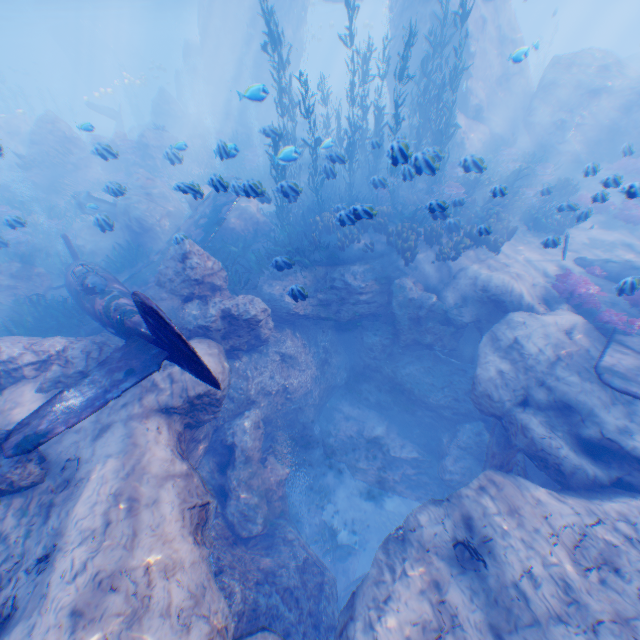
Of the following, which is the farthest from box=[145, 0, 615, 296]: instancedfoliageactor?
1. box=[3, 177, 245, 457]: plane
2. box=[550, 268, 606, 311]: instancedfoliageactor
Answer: box=[550, 268, 606, 311]: instancedfoliageactor

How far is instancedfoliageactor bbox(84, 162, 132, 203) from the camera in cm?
952

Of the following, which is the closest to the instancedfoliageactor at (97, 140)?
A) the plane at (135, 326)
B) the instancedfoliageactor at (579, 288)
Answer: the plane at (135, 326)

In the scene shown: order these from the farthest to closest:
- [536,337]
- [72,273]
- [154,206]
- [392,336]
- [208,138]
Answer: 1. [208,138]
2. [154,206]
3. [392,336]
4. [72,273]
5. [536,337]

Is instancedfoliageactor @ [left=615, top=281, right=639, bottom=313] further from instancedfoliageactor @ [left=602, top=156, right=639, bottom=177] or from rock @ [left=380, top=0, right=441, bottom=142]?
instancedfoliageactor @ [left=602, top=156, right=639, bottom=177]

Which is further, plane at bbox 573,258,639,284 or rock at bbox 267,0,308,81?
rock at bbox 267,0,308,81

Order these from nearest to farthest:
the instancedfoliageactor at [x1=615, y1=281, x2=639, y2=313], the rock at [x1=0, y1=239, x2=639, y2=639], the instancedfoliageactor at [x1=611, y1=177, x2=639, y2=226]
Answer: the rock at [x1=0, y1=239, x2=639, y2=639]
the instancedfoliageactor at [x1=611, y1=177, x2=639, y2=226]
the instancedfoliageactor at [x1=615, y1=281, x2=639, y2=313]

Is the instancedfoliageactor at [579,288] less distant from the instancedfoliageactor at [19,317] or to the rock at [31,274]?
the rock at [31,274]
